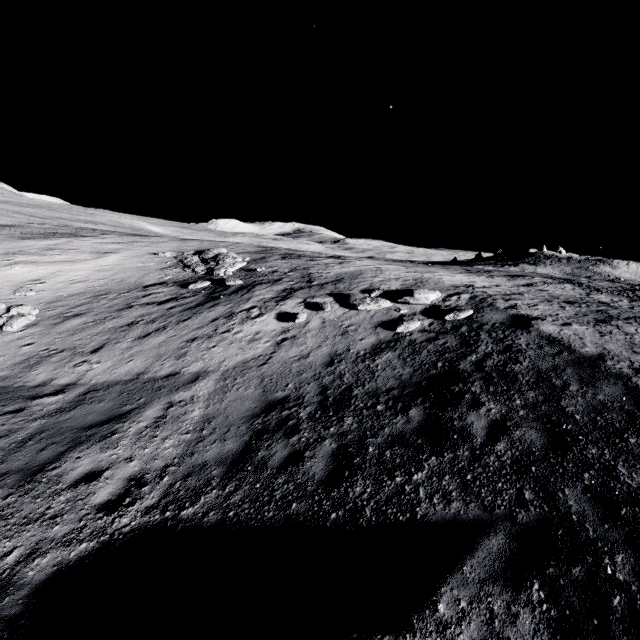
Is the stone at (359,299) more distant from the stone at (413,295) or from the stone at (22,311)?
the stone at (22,311)

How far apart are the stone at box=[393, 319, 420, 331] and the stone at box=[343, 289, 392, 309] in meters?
1.3

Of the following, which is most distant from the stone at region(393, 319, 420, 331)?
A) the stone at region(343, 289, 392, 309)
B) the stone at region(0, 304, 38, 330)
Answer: the stone at region(0, 304, 38, 330)

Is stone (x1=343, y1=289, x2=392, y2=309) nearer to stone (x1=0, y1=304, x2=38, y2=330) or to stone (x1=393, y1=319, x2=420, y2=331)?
stone (x1=393, y1=319, x2=420, y2=331)

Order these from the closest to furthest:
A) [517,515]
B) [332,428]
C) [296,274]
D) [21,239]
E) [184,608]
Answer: [184,608] < [517,515] < [332,428] < [296,274] < [21,239]

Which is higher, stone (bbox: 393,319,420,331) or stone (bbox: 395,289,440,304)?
stone (bbox: 395,289,440,304)

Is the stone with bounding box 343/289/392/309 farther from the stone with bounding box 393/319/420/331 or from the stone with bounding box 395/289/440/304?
the stone with bounding box 393/319/420/331

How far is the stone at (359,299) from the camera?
12.91m
